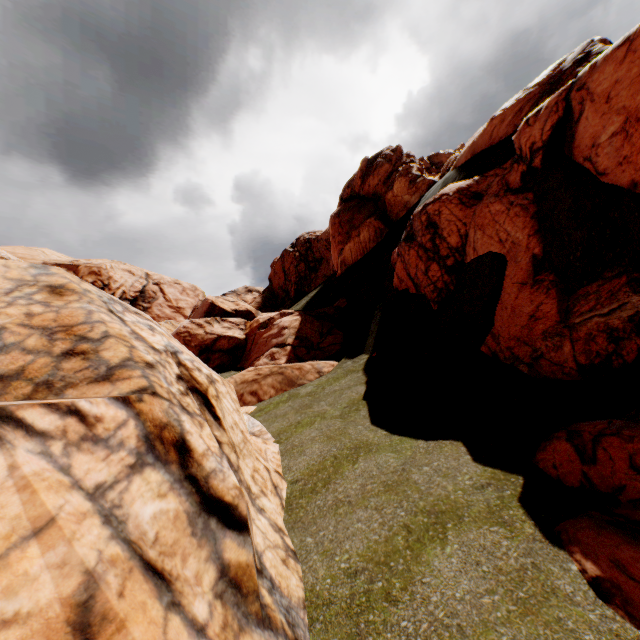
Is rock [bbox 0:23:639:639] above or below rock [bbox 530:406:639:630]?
above

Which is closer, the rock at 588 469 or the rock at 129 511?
the rock at 129 511

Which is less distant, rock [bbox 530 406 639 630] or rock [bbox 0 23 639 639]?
rock [bbox 0 23 639 639]

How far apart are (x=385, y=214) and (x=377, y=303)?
13.0m

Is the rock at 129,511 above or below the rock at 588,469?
above
